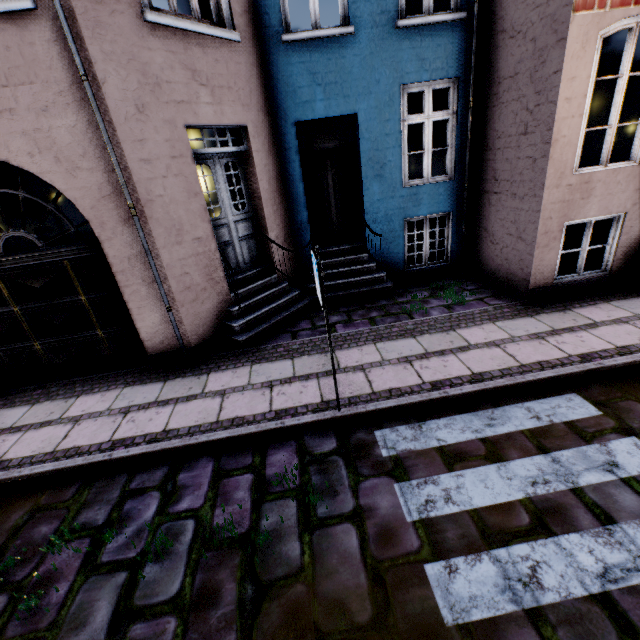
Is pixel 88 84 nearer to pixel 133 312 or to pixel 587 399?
pixel 133 312
